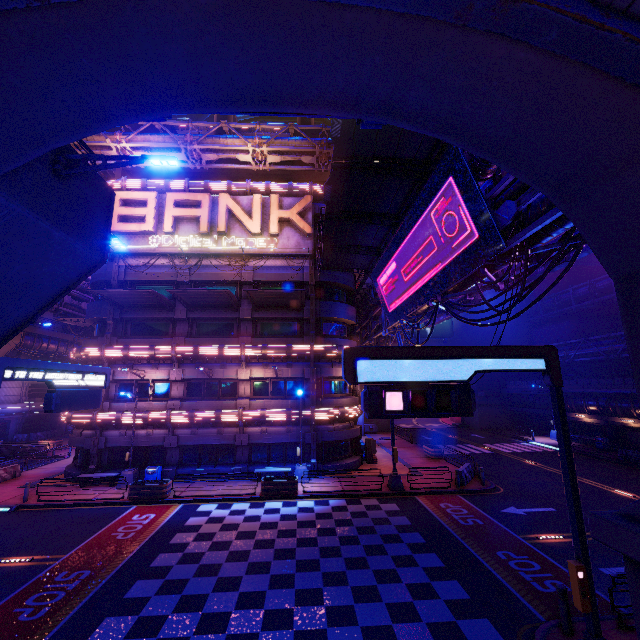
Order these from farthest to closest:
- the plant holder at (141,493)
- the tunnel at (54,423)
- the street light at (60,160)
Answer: the tunnel at (54,423), the plant holder at (141,493), the street light at (60,160)

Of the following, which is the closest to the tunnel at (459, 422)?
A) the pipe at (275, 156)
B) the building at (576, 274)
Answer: the building at (576, 274)

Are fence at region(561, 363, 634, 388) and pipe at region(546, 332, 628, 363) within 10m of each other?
yes

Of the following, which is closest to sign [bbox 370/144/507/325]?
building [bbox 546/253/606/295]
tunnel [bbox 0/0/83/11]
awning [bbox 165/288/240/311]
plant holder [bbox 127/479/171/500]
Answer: tunnel [bbox 0/0/83/11]

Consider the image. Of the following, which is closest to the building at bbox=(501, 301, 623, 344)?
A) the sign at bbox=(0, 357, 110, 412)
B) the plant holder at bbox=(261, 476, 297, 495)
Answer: the sign at bbox=(0, 357, 110, 412)

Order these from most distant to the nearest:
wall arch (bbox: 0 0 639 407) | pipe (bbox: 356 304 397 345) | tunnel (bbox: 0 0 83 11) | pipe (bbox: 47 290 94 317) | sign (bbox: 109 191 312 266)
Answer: pipe (bbox: 47 290 94 317), pipe (bbox: 356 304 397 345), sign (bbox: 109 191 312 266), wall arch (bbox: 0 0 639 407), tunnel (bbox: 0 0 83 11)

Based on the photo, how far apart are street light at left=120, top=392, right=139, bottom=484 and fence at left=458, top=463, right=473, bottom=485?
20.7m

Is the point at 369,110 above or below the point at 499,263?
above
